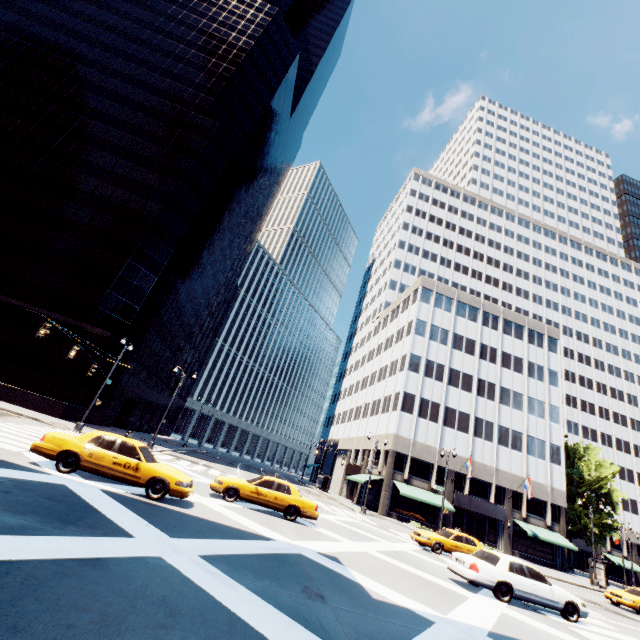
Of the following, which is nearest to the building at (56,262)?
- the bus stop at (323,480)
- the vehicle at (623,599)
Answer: the bus stop at (323,480)

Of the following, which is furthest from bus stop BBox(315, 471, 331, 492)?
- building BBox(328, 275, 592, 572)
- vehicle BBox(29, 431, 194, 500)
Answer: vehicle BBox(29, 431, 194, 500)

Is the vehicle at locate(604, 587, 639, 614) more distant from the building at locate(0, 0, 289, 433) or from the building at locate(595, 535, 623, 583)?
the building at locate(0, 0, 289, 433)

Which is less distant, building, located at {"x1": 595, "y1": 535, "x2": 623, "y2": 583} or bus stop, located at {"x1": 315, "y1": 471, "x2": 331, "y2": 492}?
bus stop, located at {"x1": 315, "y1": 471, "x2": 331, "y2": 492}

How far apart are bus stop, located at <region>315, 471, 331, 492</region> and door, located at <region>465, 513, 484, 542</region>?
18.7 meters

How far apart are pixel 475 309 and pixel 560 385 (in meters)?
16.52

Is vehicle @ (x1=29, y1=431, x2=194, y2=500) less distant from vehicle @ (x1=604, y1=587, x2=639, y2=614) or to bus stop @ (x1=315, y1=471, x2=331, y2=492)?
vehicle @ (x1=604, y1=587, x2=639, y2=614)

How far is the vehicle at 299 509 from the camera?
14.7m
